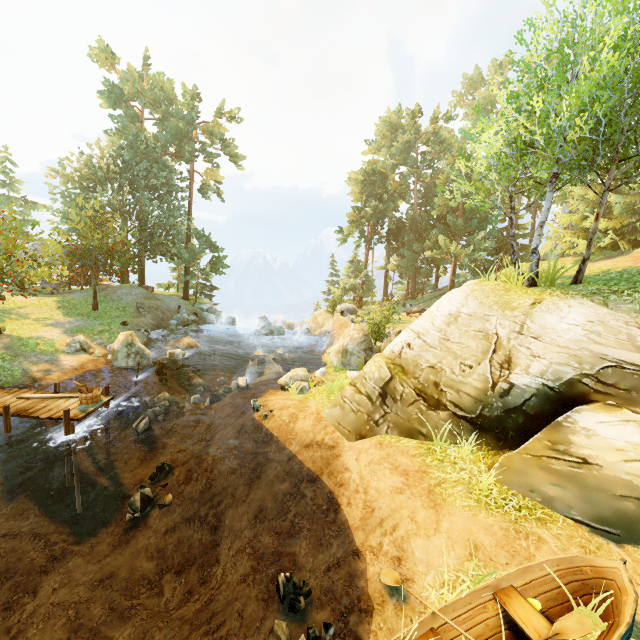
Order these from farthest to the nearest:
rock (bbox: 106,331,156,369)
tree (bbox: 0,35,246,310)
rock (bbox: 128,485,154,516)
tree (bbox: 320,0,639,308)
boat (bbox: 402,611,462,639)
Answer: tree (bbox: 0,35,246,310), rock (bbox: 106,331,156,369), rock (bbox: 128,485,154,516), tree (bbox: 320,0,639,308), boat (bbox: 402,611,462,639)

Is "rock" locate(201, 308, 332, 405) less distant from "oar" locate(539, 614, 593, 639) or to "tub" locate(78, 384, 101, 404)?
"tub" locate(78, 384, 101, 404)

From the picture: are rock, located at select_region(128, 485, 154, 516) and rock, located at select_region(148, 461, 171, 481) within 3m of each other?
yes

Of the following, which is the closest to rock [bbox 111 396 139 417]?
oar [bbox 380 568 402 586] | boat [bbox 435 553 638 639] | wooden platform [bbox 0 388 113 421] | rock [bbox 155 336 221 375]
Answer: wooden platform [bbox 0 388 113 421]

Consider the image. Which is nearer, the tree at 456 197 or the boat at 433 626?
the boat at 433 626

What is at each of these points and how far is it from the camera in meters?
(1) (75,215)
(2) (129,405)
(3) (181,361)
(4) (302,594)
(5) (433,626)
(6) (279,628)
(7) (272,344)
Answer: (1) tree, 22.8
(2) rock, 13.8
(3) rock, 18.6
(4) rock, 6.0
(5) boat, 4.8
(6) rock, 5.3
(7) rock, 26.2

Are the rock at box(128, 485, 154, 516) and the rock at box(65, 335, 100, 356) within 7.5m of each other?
no

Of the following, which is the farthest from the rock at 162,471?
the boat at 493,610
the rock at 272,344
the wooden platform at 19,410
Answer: the boat at 493,610
